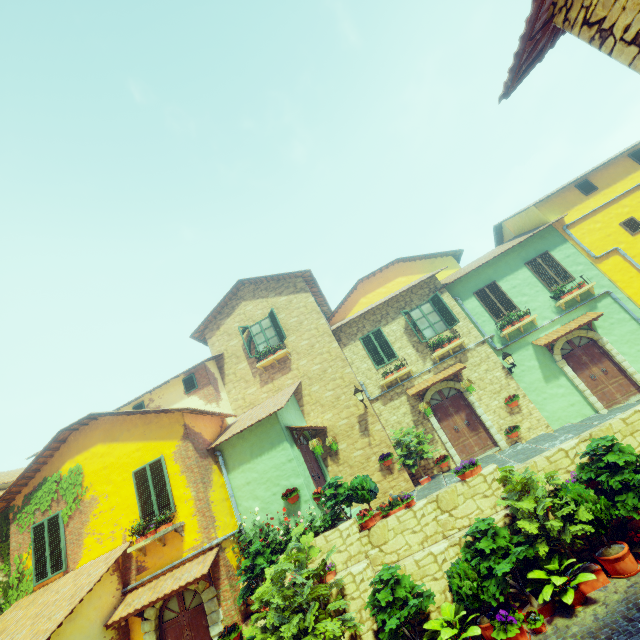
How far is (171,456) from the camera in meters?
10.0

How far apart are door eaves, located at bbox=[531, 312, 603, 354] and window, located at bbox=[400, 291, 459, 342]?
3.0 meters

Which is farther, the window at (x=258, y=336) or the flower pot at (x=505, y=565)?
the window at (x=258, y=336)

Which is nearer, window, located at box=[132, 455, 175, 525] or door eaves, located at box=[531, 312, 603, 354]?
window, located at box=[132, 455, 175, 525]

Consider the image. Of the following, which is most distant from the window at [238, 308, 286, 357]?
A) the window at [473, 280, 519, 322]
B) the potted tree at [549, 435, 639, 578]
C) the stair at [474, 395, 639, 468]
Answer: the potted tree at [549, 435, 639, 578]

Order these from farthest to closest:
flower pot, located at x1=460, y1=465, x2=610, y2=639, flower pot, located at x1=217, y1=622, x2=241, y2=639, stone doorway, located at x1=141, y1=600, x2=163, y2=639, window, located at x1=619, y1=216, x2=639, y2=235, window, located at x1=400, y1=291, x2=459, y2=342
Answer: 1. window, located at x1=400, y1=291, x2=459, y2=342
2. window, located at x1=619, y1=216, x2=639, y2=235
3. stone doorway, located at x1=141, y1=600, x2=163, y2=639
4. flower pot, located at x1=217, y1=622, x2=241, y2=639
5. flower pot, located at x1=460, y1=465, x2=610, y2=639

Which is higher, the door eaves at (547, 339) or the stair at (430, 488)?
the door eaves at (547, 339)

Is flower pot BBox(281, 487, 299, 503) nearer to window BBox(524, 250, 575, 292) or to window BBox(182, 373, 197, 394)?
window BBox(182, 373, 197, 394)
